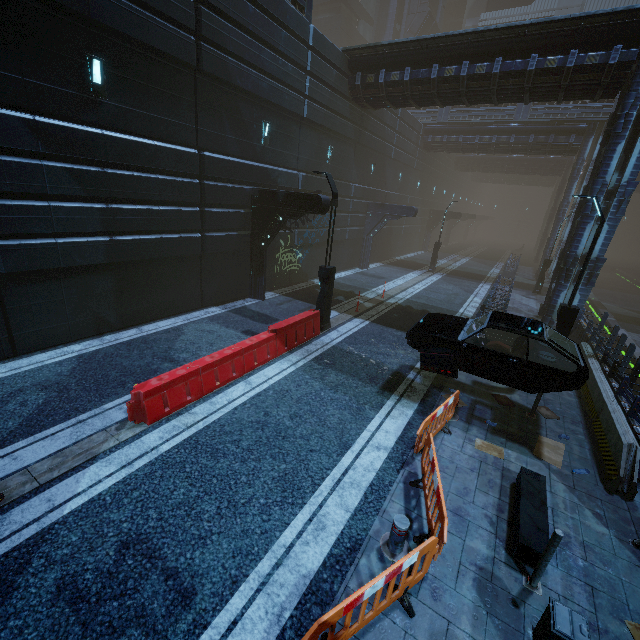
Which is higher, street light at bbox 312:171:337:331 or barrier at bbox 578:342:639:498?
street light at bbox 312:171:337:331

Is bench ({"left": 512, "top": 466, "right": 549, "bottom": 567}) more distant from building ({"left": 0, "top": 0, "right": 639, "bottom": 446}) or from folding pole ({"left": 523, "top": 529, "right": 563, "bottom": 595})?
building ({"left": 0, "top": 0, "right": 639, "bottom": 446})

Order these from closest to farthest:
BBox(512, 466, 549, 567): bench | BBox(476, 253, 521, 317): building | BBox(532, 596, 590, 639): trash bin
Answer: BBox(532, 596, 590, 639): trash bin < BBox(512, 466, 549, 567): bench < BBox(476, 253, 521, 317): building

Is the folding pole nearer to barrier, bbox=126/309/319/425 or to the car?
the car

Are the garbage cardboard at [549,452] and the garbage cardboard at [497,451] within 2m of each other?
yes

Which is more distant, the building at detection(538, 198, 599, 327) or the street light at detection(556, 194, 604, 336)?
the building at detection(538, 198, 599, 327)

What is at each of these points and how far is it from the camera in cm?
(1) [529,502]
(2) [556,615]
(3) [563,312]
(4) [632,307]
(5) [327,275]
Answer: (1) bench, 541
(2) trash bin, 337
(3) street light, 988
(4) train rail, 2714
(5) street light, 1164

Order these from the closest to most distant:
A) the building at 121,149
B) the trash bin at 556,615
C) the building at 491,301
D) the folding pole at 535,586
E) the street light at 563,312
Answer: the trash bin at 556,615 → the folding pole at 535,586 → the building at 121,149 → the street light at 563,312 → the building at 491,301
